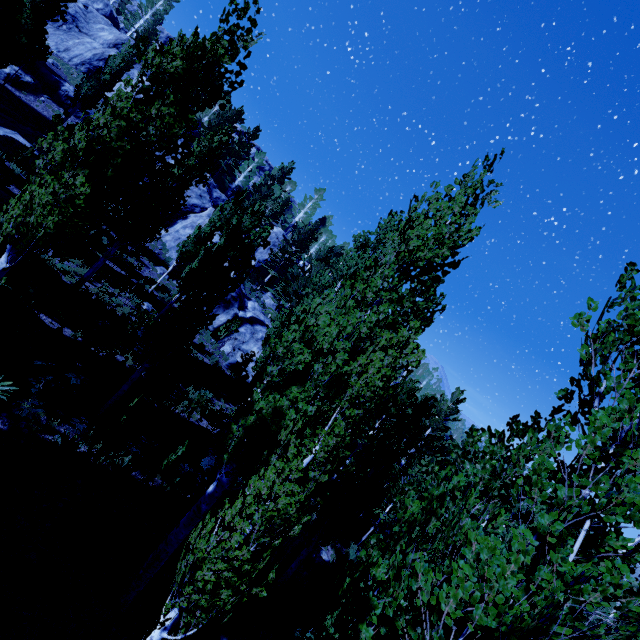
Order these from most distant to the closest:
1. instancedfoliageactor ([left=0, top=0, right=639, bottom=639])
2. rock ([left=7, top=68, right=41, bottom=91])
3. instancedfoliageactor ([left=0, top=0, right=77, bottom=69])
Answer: rock ([left=7, top=68, right=41, bottom=91]) < instancedfoliageactor ([left=0, top=0, right=77, bottom=69]) < instancedfoliageactor ([left=0, top=0, right=639, bottom=639])

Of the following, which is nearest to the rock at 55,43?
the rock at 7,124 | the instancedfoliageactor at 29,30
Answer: the instancedfoliageactor at 29,30

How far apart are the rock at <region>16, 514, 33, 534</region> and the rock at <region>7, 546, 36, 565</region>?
0.2m

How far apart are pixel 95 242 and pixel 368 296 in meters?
6.3 m

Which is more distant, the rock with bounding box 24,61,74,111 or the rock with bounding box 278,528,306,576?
the rock with bounding box 24,61,74,111

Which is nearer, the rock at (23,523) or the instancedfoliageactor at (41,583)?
the instancedfoliageactor at (41,583)

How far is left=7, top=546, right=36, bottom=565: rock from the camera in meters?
5.8

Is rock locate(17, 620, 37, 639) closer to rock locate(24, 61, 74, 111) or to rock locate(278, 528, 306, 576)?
rock locate(278, 528, 306, 576)
